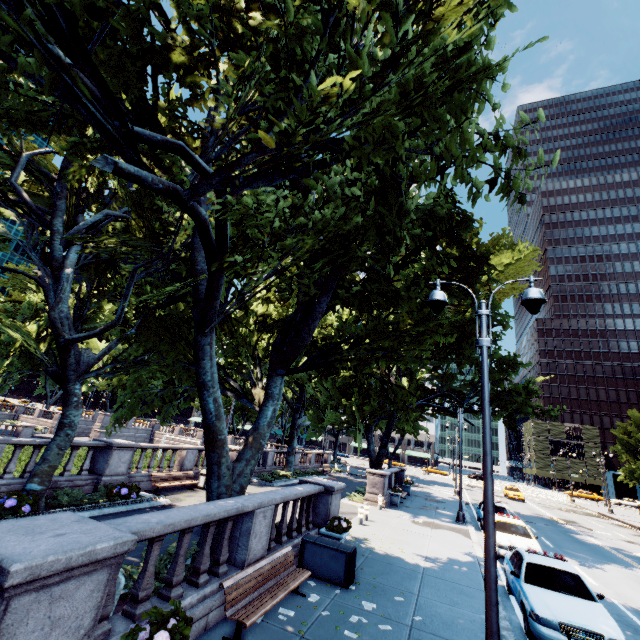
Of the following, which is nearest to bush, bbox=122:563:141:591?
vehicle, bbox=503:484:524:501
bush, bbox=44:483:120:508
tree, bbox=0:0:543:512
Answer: tree, bbox=0:0:543:512

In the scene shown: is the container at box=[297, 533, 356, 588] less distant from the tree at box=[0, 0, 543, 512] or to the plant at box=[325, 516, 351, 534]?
the plant at box=[325, 516, 351, 534]

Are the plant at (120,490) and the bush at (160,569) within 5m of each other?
no

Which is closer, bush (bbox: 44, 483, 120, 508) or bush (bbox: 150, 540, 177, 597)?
bush (bbox: 150, 540, 177, 597)

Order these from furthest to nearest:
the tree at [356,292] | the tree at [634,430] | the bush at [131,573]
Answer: the tree at [634,430] → the bush at [131,573] → the tree at [356,292]

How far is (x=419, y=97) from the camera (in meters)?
5.45

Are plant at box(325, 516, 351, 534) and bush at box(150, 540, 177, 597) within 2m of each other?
no

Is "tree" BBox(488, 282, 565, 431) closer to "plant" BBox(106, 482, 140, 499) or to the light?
the light
